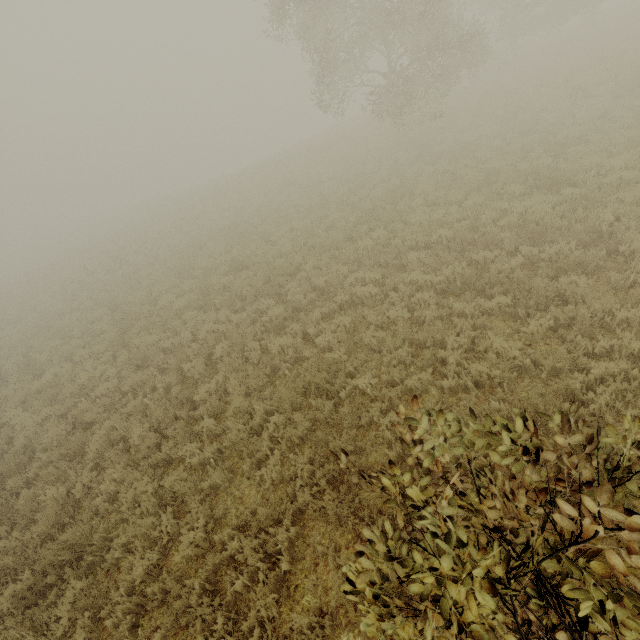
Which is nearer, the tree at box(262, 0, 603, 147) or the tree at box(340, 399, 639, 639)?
the tree at box(340, 399, 639, 639)

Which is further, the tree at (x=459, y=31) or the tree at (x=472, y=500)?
the tree at (x=459, y=31)

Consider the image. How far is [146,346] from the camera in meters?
10.4 m
